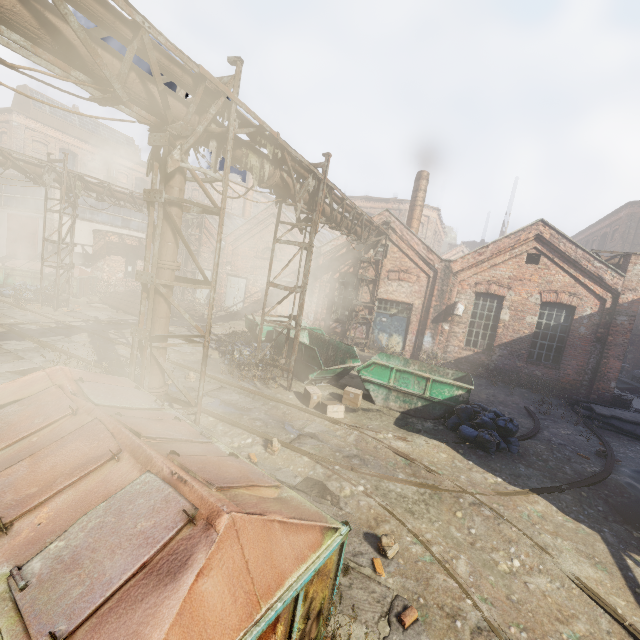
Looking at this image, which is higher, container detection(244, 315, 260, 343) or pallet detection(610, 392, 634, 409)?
container detection(244, 315, 260, 343)

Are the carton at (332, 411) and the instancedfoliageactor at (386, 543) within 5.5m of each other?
yes

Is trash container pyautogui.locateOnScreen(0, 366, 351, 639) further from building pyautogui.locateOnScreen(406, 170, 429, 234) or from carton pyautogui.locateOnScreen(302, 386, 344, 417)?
building pyautogui.locateOnScreen(406, 170, 429, 234)

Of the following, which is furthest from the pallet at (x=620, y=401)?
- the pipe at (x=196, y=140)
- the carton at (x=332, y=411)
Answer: the carton at (x=332, y=411)

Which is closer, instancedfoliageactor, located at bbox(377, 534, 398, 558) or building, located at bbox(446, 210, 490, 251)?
instancedfoliageactor, located at bbox(377, 534, 398, 558)

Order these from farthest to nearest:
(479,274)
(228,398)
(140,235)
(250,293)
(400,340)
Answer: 1. (140,235)
2. (250,293)
3. (400,340)
4. (479,274)
5. (228,398)

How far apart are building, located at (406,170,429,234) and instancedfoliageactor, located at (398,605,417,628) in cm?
1718

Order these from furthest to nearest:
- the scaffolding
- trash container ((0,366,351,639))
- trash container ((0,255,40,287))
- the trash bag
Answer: trash container ((0,255,40,287)) → the trash bag → the scaffolding → trash container ((0,366,351,639))
